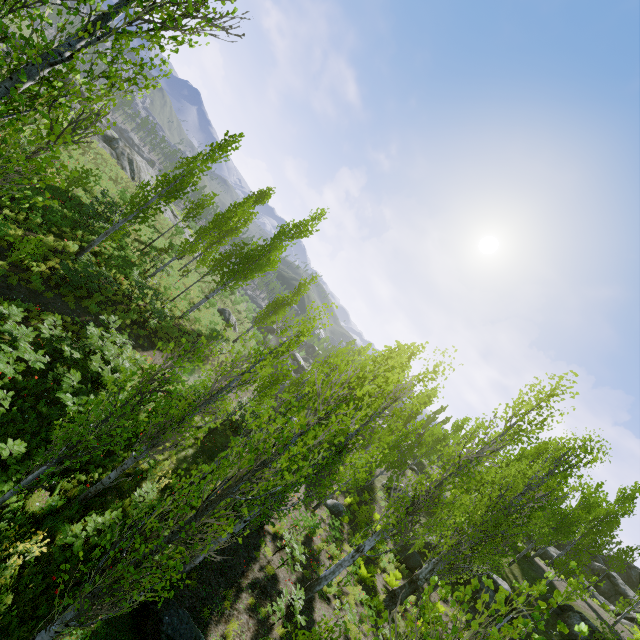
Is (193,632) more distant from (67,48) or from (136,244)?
(136,244)

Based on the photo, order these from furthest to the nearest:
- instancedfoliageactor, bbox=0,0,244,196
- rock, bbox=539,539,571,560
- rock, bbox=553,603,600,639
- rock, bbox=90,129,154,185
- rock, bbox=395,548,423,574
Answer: rock, bbox=539,539,571,560
rock, bbox=90,129,154,185
rock, bbox=395,548,423,574
rock, bbox=553,603,600,639
instancedfoliageactor, bbox=0,0,244,196

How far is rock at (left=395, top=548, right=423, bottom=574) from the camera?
18.3m

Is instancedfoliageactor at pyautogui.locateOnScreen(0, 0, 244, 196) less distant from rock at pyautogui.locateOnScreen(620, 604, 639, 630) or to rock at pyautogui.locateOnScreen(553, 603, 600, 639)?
rock at pyautogui.locateOnScreen(620, 604, 639, 630)

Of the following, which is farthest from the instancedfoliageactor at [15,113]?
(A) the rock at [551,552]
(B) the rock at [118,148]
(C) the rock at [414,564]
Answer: (A) the rock at [551,552]

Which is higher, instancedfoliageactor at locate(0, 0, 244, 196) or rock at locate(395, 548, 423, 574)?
instancedfoliageactor at locate(0, 0, 244, 196)

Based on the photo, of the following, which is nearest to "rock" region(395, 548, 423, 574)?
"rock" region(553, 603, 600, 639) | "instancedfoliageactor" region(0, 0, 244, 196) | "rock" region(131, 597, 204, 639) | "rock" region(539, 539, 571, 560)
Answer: "instancedfoliageactor" region(0, 0, 244, 196)

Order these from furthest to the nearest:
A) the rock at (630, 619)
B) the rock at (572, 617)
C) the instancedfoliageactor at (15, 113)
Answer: the rock at (630, 619) < the rock at (572, 617) < the instancedfoliageactor at (15, 113)
